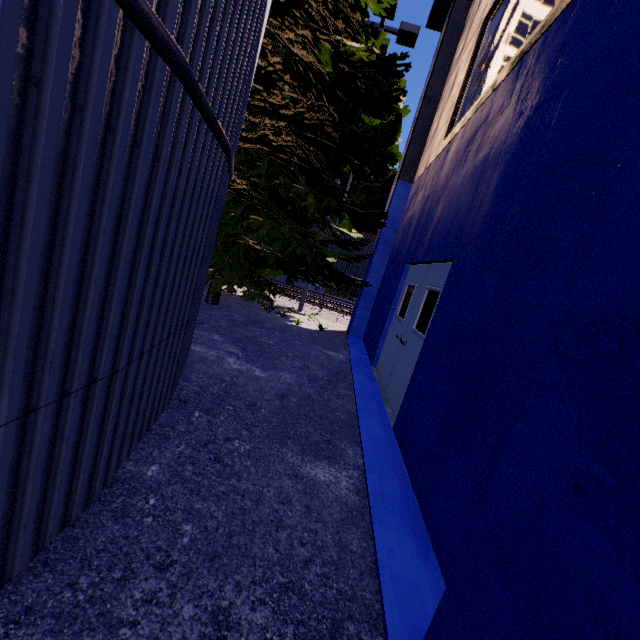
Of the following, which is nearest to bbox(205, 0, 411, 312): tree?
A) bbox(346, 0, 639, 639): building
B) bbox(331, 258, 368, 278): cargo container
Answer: bbox(346, 0, 639, 639): building

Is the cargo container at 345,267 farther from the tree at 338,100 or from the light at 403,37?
the tree at 338,100

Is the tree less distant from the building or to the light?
the light

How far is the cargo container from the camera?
17.3 meters

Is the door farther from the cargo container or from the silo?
the cargo container

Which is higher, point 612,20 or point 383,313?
point 612,20

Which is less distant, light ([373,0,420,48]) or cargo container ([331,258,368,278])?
light ([373,0,420,48])

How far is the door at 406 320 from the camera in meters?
4.9
